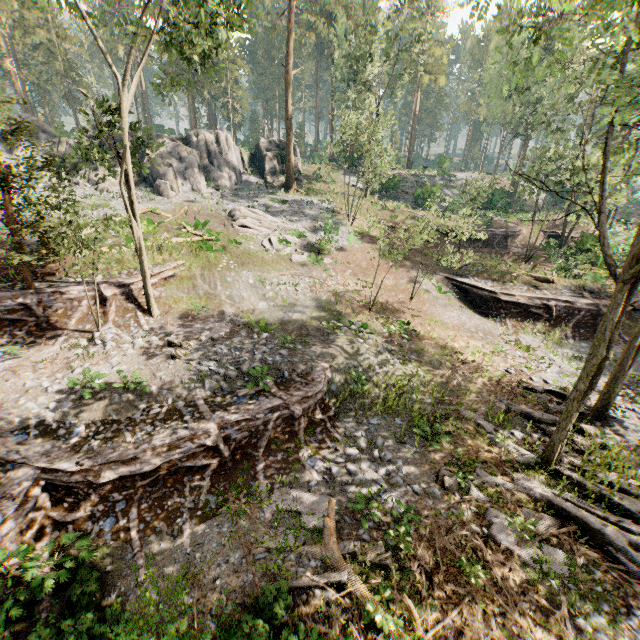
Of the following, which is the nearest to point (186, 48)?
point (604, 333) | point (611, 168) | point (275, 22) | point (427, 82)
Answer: point (604, 333)

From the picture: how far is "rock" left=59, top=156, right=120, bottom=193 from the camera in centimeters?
2819cm

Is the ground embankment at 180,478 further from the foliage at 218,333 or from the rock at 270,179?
the rock at 270,179

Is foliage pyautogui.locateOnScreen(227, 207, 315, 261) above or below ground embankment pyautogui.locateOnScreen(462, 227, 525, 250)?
above

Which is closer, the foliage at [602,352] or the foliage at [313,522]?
the foliage at [313,522]

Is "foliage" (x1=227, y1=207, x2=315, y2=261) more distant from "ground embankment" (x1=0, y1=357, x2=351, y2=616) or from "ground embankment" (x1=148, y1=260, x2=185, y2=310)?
"ground embankment" (x1=0, y1=357, x2=351, y2=616)

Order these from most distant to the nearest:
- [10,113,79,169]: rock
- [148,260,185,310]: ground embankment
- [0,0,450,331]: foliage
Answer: [10,113,79,169]: rock, [148,260,185,310]: ground embankment, [0,0,450,331]: foliage

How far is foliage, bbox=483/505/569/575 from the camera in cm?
812
